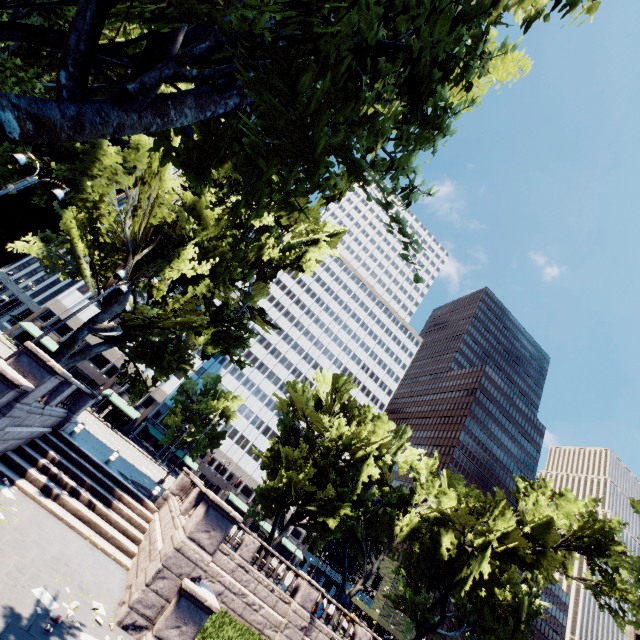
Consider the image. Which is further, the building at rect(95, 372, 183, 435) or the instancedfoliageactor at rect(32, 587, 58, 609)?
the building at rect(95, 372, 183, 435)

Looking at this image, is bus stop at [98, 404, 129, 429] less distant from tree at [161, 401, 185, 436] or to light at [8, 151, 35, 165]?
tree at [161, 401, 185, 436]

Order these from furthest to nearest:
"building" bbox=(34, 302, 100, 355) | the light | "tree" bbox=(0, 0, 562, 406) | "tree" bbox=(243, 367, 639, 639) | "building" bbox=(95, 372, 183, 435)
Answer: "building" bbox=(95, 372, 183, 435) → "building" bbox=(34, 302, 100, 355) → "tree" bbox=(243, 367, 639, 639) → the light → "tree" bbox=(0, 0, 562, 406)

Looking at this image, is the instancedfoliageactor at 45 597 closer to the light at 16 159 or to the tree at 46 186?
the tree at 46 186

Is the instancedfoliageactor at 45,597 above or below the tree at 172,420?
below

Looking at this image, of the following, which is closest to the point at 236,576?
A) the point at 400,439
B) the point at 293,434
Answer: the point at 293,434

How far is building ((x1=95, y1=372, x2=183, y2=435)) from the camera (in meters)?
52.81
